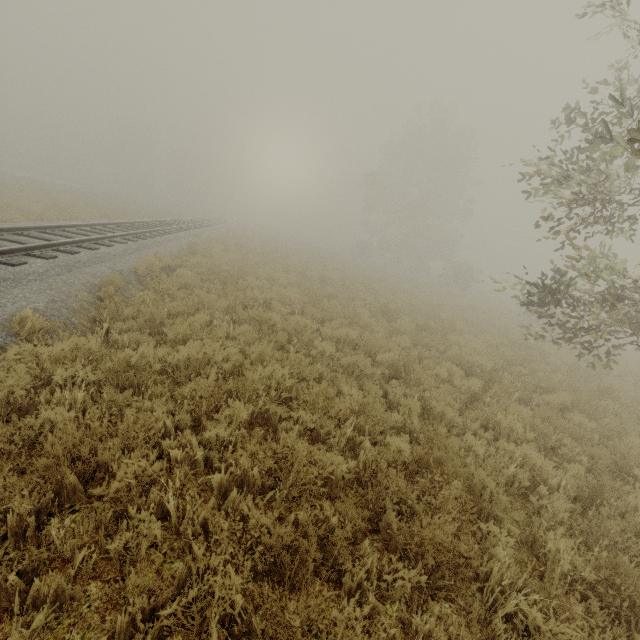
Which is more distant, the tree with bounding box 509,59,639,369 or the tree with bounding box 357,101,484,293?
the tree with bounding box 357,101,484,293

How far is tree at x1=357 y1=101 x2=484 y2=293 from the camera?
36.7 meters

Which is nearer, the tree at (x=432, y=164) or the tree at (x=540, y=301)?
the tree at (x=540, y=301)

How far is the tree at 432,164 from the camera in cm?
3666

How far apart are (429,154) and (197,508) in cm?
4275
